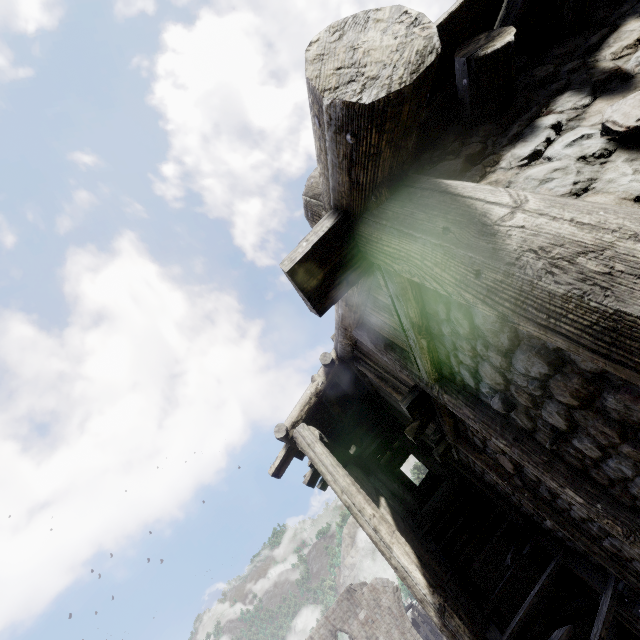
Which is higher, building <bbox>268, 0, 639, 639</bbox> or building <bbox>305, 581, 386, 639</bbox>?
building <bbox>305, 581, 386, 639</bbox>

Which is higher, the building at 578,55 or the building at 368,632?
the building at 368,632

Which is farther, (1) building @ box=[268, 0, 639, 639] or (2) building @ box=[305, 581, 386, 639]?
(2) building @ box=[305, 581, 386, 639]

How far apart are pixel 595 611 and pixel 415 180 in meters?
12.6

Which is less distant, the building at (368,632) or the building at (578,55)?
the building at (578,55)
